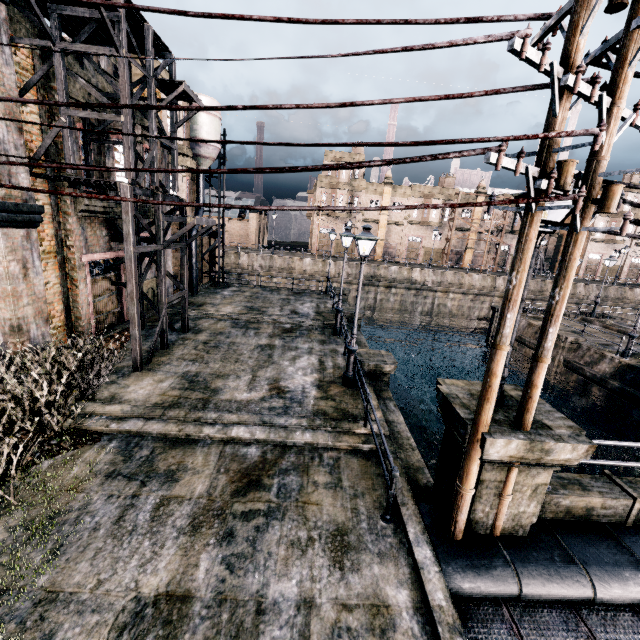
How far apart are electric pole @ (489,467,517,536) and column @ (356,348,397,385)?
7.3m

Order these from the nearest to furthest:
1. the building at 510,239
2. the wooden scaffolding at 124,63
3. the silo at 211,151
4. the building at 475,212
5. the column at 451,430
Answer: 1. the column at 451,430
2. the wooden scaffolding at 124,63
3. the silo at 211,151
4. the building at 475,212
5. the building at 510,239

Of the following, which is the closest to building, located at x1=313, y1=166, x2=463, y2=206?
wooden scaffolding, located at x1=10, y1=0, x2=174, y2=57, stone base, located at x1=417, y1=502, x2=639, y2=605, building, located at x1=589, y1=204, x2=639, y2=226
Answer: building, located at x1=589, y1=204, x2=639, y2=226

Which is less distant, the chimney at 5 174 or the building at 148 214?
the chimney at 5 174

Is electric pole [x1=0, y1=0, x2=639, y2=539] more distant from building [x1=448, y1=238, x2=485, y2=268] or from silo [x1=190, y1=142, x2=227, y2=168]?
building [x1=448, y1=238, x2=485, y2=268]

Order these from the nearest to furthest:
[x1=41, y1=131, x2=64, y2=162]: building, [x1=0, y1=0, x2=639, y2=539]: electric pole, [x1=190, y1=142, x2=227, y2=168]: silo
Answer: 1. [x1=0, y1=0, x2=639, y2=539]: electric pole
2. [x1=41, y1=131, x2=64, y2=162]: building
3. [x1=190, y1=142, x2=227, y2=168]: silo

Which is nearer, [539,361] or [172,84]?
[539,361]

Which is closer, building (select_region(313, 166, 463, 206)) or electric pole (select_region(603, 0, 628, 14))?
electric pole (select_region(603, 0, 628, 14))
